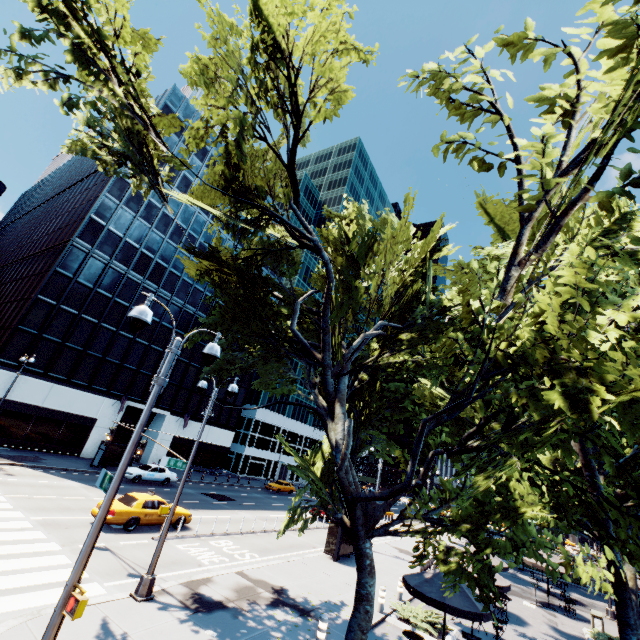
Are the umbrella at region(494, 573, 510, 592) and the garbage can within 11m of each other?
yes

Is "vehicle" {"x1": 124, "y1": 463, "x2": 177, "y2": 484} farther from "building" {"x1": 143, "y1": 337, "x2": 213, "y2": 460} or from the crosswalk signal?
the crosswalk signal

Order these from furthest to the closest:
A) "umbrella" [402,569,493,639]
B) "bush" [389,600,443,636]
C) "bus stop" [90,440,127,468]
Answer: "bus stop" [90,440,127,468] < "bush" [389,600,443,636] < "umbrella" [402,569,493,639]

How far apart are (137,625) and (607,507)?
11.81m

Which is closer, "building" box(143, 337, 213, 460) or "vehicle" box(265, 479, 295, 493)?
"building" box(143, 337, 213, 460)

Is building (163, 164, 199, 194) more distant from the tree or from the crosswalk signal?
the crosswalk signal

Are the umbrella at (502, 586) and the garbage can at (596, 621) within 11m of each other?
yes

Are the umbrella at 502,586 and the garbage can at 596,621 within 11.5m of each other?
yes
